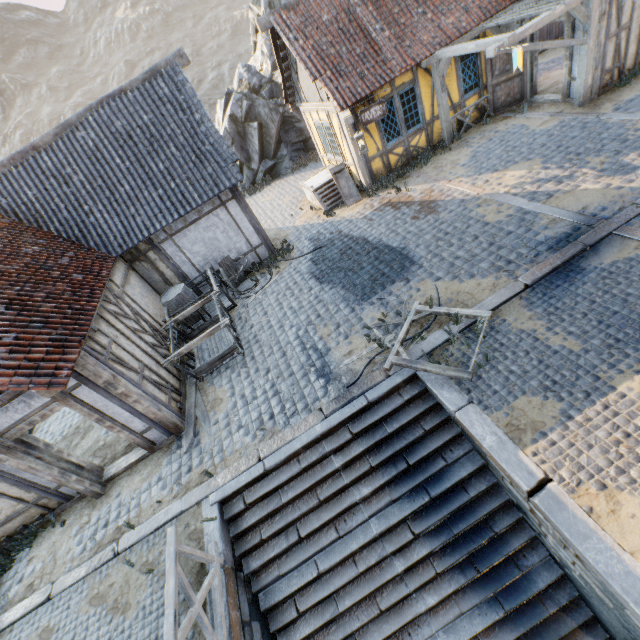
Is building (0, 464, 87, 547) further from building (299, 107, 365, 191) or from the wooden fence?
building (299, 107, 365, 191)

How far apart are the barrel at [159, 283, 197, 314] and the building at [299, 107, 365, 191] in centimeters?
718cm

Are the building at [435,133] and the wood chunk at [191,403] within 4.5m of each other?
no

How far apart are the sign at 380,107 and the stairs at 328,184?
2.19m

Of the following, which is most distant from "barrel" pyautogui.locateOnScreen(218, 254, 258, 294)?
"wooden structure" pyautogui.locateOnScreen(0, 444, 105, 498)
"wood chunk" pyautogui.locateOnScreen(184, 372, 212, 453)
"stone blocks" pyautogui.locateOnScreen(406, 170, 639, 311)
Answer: "wooden structure" pyautogui.locateOnScreen(0, 444, 105, 498)

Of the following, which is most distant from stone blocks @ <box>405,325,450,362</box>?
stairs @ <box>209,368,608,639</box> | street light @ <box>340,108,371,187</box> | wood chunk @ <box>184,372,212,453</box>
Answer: street light @ <box>340,108,371,187</box>

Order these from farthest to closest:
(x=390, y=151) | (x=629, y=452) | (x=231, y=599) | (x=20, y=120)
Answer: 1. (x=20, y=120)
2. (x=390, y=151)
3. (x=231, y=599)
4. (x=629, y=452)

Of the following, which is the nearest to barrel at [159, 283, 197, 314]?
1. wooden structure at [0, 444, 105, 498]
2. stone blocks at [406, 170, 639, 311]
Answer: wooden structure at [0, 444, 105, 498]
